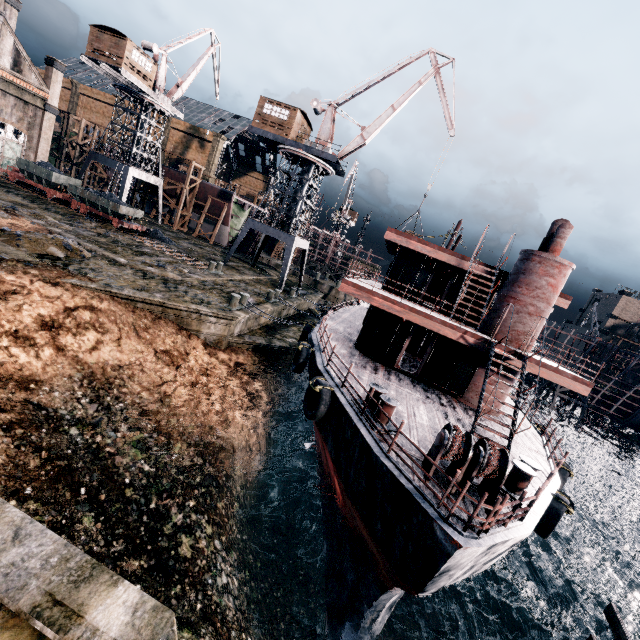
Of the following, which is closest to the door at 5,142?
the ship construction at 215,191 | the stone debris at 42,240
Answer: the ship construction at 215,191

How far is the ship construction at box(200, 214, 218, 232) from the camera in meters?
49.5

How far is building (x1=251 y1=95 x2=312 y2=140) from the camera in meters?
31.9

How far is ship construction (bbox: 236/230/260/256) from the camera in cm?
5888

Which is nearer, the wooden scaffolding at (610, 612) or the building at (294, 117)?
the wooden scaffolding at (610, 612)

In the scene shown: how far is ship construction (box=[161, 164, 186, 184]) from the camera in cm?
4858

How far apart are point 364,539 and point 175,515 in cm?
643

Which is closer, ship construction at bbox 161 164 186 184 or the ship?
the ship
